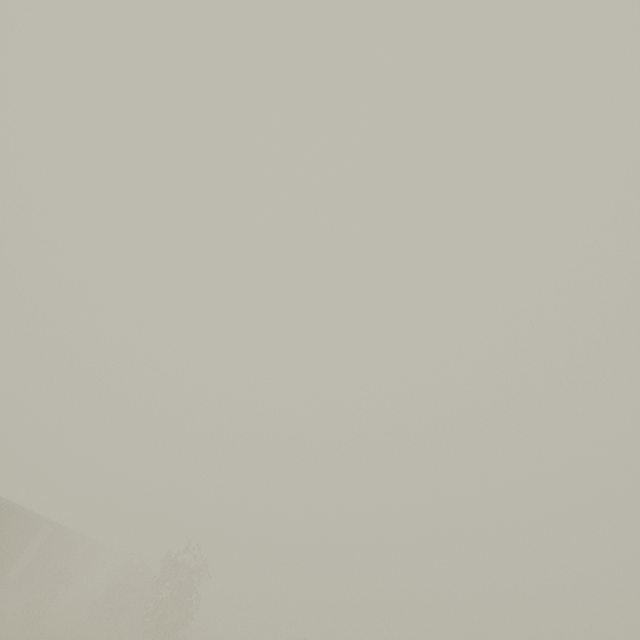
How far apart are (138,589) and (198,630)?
23.20m
